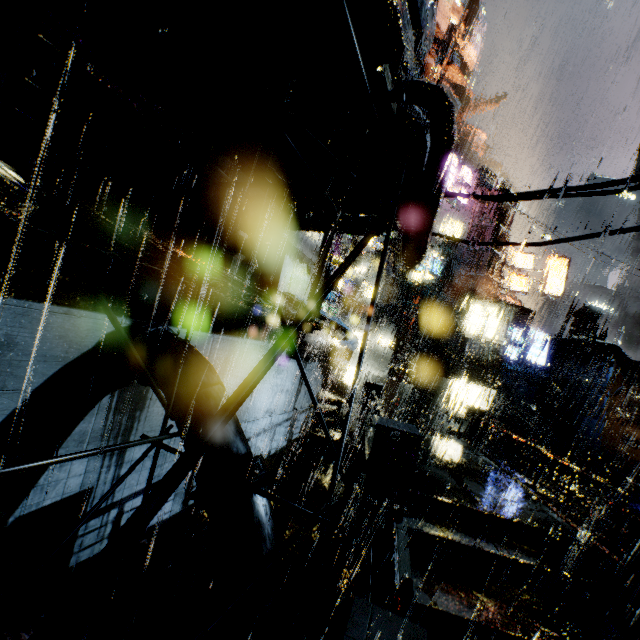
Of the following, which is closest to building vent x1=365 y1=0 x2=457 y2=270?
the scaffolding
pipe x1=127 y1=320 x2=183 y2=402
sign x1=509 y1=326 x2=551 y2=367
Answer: the scaffolding

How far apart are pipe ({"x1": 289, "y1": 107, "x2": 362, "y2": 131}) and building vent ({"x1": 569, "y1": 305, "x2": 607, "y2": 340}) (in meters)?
47.79

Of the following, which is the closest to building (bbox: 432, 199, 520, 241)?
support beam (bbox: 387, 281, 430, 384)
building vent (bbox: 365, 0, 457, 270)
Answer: building vent (bbox: 365, 0, 457, 270)

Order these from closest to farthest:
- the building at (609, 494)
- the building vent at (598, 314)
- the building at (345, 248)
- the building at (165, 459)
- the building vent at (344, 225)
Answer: the building at (165, 459), the building vent at (344, 225), the building at (609, 494), the building at (345, 248), the building vent at (598, 314)

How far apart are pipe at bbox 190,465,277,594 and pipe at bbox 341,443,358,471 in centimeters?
849cm

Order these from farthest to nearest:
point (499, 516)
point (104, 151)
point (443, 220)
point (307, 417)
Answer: point (443, 220)
point (307, 417)
point (499, 516)
point (104, 151)

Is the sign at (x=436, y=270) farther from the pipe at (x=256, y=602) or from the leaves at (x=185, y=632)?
the leaves at (x=185, y=632)

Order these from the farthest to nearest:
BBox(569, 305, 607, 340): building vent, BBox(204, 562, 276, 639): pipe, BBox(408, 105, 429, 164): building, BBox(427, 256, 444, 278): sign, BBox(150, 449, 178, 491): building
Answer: BBox(408, 105, 429, 164): building
BBox(569, 305, 607, 340): building vent
BBox(427, 256, 444, 278): sign
BBox(150, 449, 178, 491): building
BBox(204, 562, 276, 639): pipe
